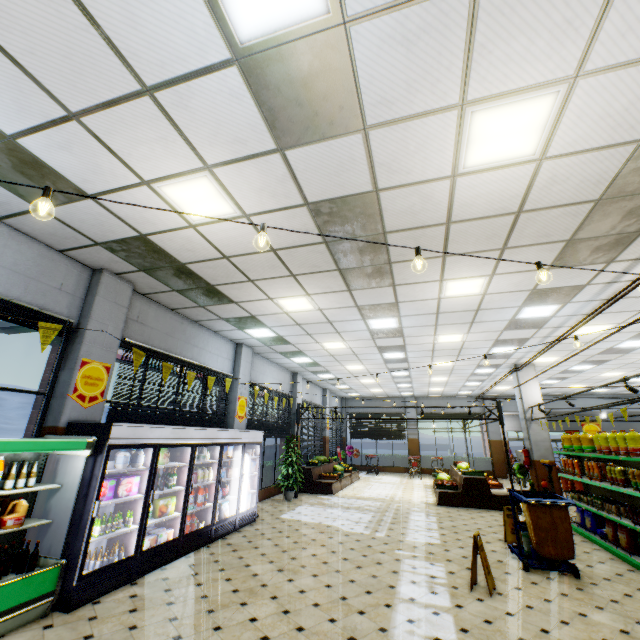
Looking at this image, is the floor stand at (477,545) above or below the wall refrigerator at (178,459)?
above

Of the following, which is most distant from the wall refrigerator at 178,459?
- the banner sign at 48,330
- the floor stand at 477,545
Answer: the floor stand at 477,545

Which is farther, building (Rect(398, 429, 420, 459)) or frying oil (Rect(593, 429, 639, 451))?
building (Rect(398, 429, 420, 459))

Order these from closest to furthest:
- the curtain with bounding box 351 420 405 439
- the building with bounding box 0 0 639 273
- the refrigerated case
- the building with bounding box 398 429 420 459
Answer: the building with bounding box 0 0 639 273
the refrigerated case
the building with bounding box 398 429 420 459
the curtain with bounding box 351 420 405 439

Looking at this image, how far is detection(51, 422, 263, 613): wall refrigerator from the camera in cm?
425

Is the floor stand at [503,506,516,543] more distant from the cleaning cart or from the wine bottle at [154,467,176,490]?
the wine bottle at [154,467,176,490]

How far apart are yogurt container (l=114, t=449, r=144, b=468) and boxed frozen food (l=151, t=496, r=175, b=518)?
1.1 meters

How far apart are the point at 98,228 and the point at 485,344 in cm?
1024
